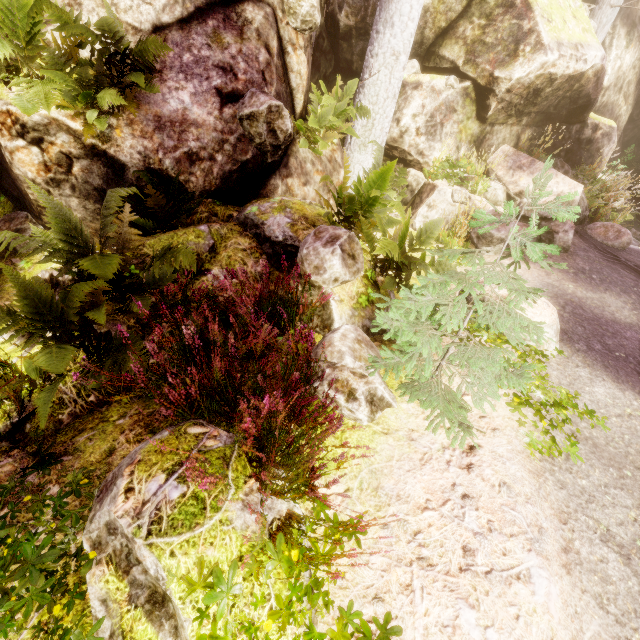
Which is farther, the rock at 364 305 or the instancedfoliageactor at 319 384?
the rock at 364 305

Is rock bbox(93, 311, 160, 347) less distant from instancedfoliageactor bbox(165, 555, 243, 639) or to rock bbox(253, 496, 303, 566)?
instancedfoliageactor bbox(165, 555, 243, 639)

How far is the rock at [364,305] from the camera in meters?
4.0 m

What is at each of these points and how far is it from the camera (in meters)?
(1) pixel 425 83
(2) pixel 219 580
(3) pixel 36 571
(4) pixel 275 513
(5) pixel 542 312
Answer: (1) rock, 7.68
(2) instancedfoliageactor, 1.59
(3) instancedfoliageactor, 1.78
(4) rock, 2.17
(5) rock, 4.16

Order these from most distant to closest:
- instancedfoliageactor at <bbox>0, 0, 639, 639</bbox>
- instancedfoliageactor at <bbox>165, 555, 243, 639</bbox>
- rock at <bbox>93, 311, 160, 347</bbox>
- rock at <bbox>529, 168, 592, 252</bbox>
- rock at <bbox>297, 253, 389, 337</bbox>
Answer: rock at <bbox>529, 168, 592, 252</bbox>, rock at <bbox>297, 253, 389, 337</bbox>, rock at <bbox>93, 311, 160, 347</bbox>, instancedfoliageactor at <bbox>0, 0, 639, 639</bbox>, instancedfoliageactor at <bbox>165, 555, 243, 639</bbox>

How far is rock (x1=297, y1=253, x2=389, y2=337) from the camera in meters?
4.0
